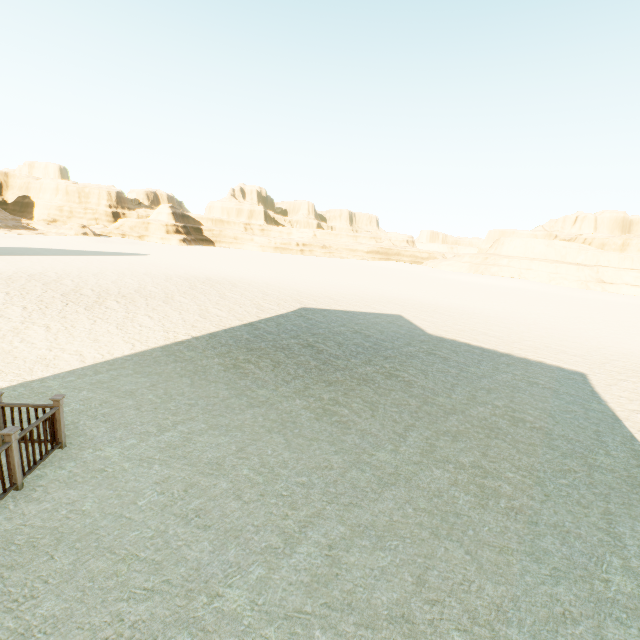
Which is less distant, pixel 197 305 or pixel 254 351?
pixel 254 351
